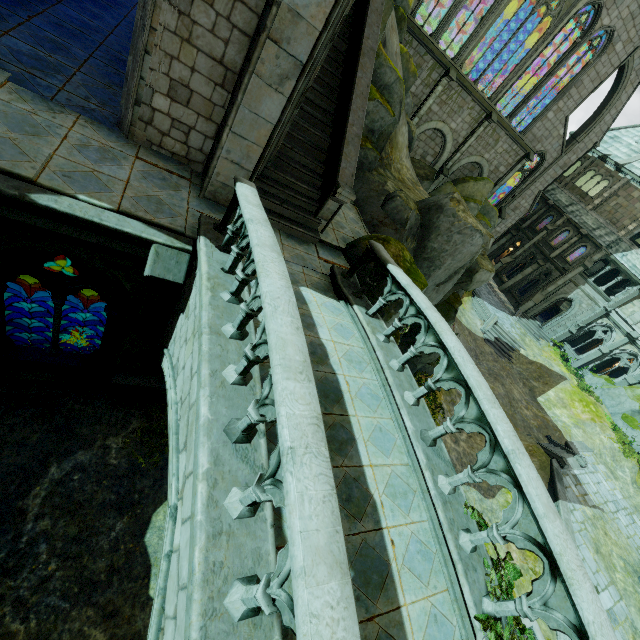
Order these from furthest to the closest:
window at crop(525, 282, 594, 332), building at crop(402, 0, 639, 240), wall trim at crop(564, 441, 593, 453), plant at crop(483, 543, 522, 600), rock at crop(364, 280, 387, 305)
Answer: window at crop(525, 282, 594, 332) → wall trim at crop(564, 441, 593, 453) → building at crop(402, 0, 639, 240) → rock at crop(364, 280, 387, 305) → plant at crop(483, 543, 522, 600)

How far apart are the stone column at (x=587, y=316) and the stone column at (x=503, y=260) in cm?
771

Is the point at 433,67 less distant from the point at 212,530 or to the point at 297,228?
the point at 297,228

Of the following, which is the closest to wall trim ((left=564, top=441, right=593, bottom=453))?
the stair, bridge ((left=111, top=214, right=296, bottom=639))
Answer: the stair

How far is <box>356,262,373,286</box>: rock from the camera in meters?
8.6

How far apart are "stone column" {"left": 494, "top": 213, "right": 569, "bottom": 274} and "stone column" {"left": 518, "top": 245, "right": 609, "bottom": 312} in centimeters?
425cm

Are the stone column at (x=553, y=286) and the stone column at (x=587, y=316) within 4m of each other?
yes
